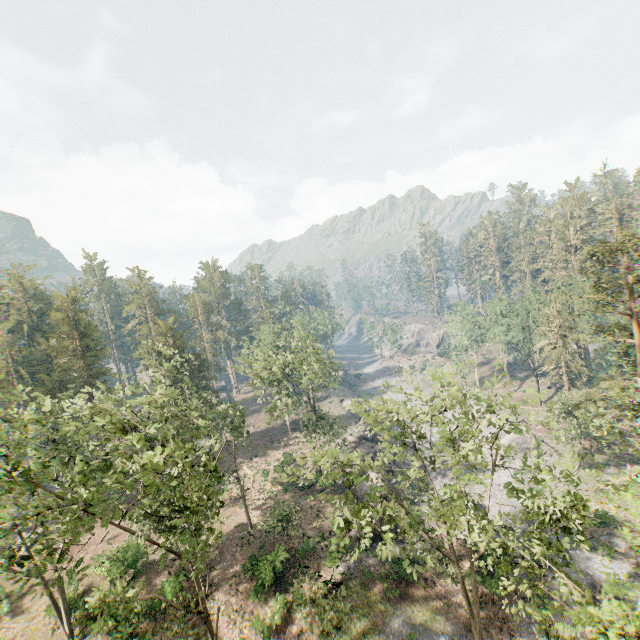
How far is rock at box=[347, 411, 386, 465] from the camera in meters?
42.0

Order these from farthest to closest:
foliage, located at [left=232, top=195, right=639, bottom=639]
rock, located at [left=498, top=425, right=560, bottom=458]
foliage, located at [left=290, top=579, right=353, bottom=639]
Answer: rock, located at [left=498, top=425, right=560, bottom=458]
foliage, located at [left=290, top=579, right=353, bottom=639]
foliage, located at [left=232, top=195, right=639, bottom=639]

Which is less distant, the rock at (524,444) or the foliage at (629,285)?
the foliage at (629,285)

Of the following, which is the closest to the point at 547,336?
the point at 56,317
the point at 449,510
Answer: the point at 449,510

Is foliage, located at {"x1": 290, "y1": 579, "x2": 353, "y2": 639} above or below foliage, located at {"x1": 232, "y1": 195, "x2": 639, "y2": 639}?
below

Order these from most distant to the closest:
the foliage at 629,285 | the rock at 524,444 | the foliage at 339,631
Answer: the rock at 524,444
the foliage at 339,631
the foliage at 629,285
